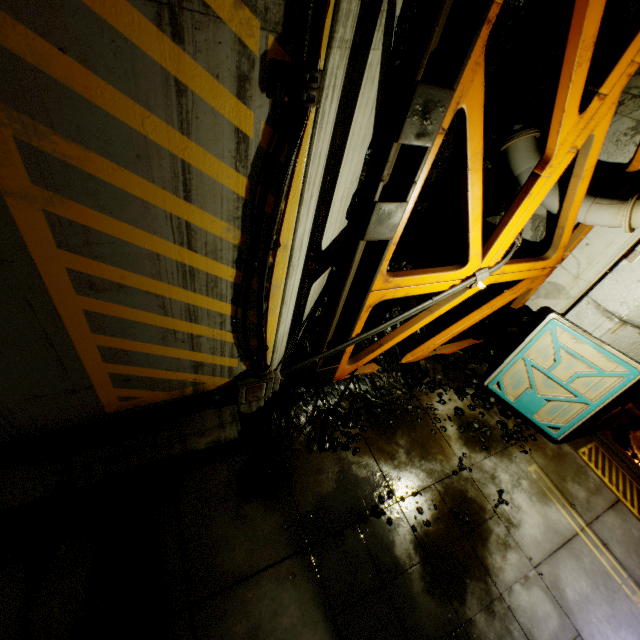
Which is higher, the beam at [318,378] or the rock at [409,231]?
the rock at [409,231]

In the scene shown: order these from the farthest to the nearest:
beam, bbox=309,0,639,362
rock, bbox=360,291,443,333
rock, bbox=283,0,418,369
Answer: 1. rock, bbox=360,291,443,333
2. rock, bbox=283,0,418,369
3. beam, bbox=309,0,639,362

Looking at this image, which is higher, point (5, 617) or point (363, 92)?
point (363, 92)

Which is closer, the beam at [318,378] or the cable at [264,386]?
the cable at [264,386]

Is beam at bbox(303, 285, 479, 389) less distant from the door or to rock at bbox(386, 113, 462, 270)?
rock at bbox(386, 113, 462, 270)

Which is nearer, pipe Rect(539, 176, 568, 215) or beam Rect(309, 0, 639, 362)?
beam Rect(309, 0, 639, 362)

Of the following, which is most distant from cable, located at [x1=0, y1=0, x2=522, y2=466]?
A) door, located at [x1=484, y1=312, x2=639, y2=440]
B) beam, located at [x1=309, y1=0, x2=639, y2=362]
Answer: door, located at [x1=484, y1=312, x2=639, y2=440]
